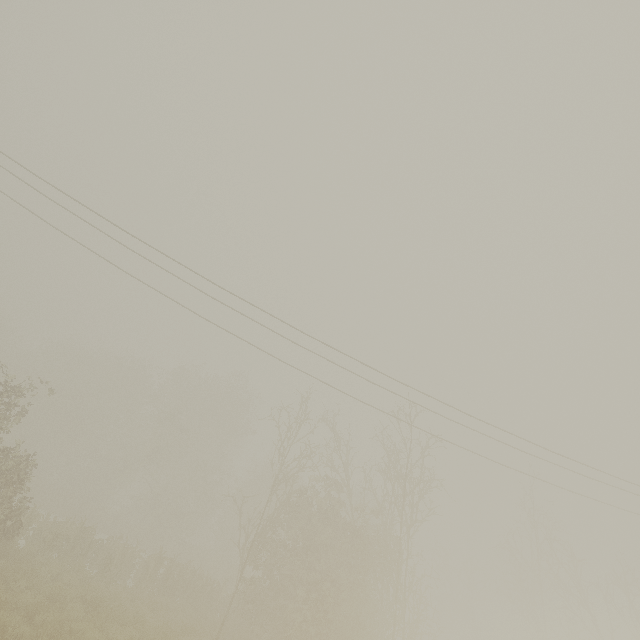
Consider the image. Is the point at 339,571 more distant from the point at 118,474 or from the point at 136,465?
the point at 118,474
